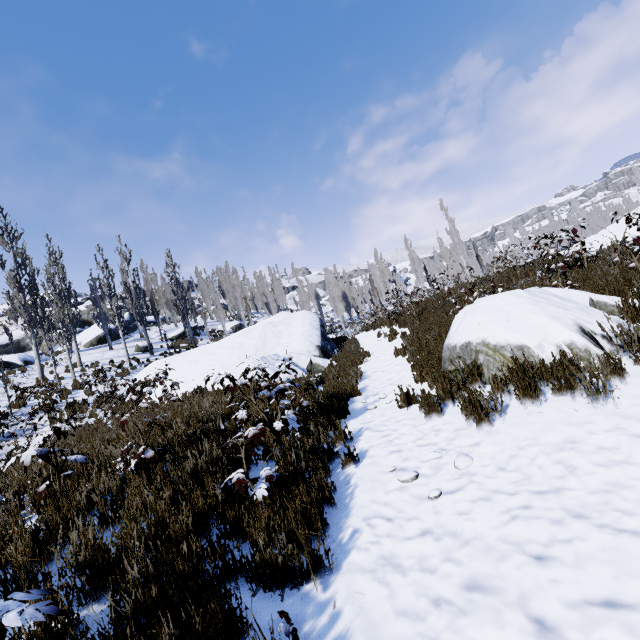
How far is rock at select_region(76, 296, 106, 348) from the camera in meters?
29.3

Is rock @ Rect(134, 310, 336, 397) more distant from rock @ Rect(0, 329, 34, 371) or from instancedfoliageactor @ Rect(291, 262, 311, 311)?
rock @ Rect(0, 329, 34, 371)

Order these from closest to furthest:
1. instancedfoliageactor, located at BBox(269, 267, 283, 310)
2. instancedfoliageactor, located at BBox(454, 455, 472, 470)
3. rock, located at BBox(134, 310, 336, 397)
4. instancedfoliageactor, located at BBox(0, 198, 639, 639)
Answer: instancedfoliageactor, located at BBox(0, 198, 639, 639)
instancedfoliageactor, located at BBox(454, 455, 472, 470)
rock, located at BBox(134, 310, 336, 397)
instancedfoliageactor, located at BBox(269, 267, 283, 310)

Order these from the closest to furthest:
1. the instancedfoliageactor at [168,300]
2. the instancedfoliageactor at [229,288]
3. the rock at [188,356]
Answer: the rock at [188,356]
the instancedfoliageactor at [168,300]
the instancedfoliageactor at [229,288]

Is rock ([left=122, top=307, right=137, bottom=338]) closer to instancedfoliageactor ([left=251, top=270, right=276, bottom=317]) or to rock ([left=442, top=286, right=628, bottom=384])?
instancedfoliageactor ([left=251, top=270, right=276, bottom=317])

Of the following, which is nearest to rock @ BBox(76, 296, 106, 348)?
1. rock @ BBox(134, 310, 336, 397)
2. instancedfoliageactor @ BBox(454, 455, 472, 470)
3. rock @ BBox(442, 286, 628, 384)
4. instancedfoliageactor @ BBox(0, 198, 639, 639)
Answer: instancedfoliageactor @ BBox(0, 198, 639, 639)

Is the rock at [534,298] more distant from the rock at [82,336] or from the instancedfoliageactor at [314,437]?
the rock at [82,336]

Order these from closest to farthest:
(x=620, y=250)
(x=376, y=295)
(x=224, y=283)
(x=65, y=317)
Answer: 1. (x=620, y=250)
2. (x=65, y=317)
3. (x=376, y=295)
4. (x=224, y=283)
